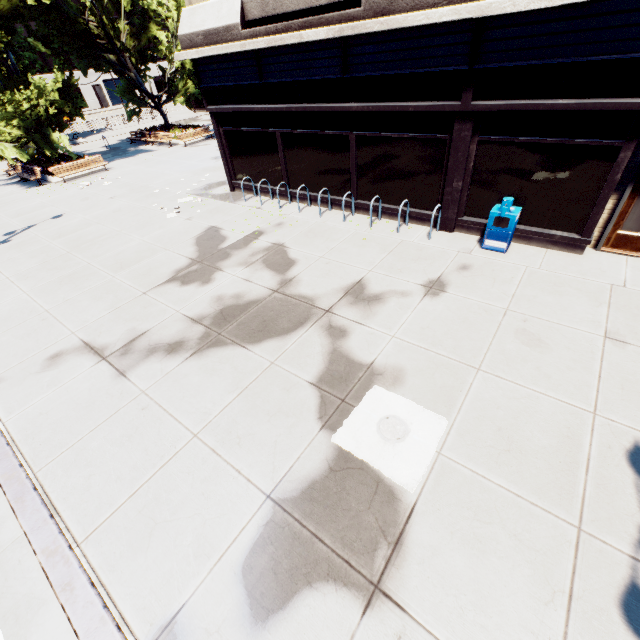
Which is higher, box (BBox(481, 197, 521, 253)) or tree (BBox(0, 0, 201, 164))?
tree (BBox(0, 0, 201, 164))

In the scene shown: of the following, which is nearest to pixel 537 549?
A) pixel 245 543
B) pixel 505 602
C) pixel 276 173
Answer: pixel 505 602

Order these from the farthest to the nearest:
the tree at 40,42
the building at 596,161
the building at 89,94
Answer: the building at 89,94 < the tree at 40,42 < the building at 596,161

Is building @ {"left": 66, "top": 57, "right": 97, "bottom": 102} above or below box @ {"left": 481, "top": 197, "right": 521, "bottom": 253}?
above

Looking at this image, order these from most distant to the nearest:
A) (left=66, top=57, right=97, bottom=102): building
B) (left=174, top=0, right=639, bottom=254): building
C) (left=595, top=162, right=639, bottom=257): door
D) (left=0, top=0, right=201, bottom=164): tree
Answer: (left=66, top=57, right=97, bottom=102): building, (left=0, top=0, right=201, bottom=164): tree, (left=595, top=162, right=639, bottom=257): door, (left=174, top=0, right=639, bottom=254): building

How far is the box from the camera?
8.0m

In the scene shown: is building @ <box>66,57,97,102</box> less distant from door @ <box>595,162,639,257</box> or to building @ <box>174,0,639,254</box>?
building @ <box>174,0,639,254</box>

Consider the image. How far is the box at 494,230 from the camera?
8.01m
